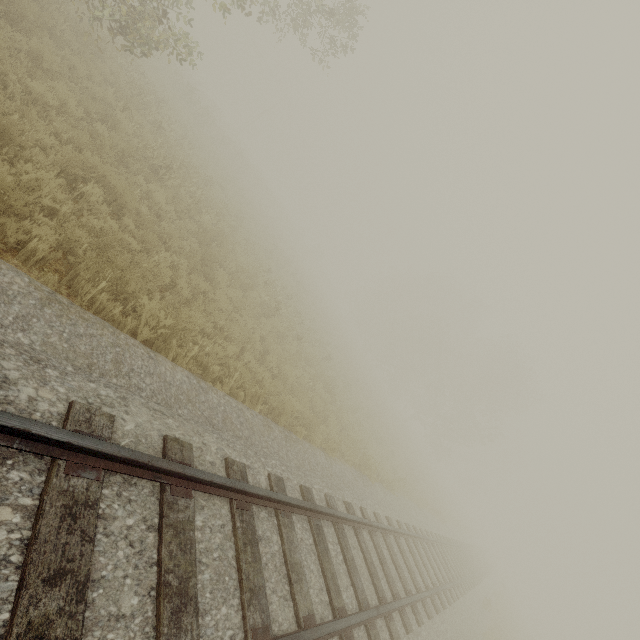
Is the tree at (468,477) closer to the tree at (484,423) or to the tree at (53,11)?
the tree at (484,423)

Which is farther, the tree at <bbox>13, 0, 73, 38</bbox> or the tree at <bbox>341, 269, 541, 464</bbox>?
the tree at <bbox>341, 269, 541, 464</bbox>

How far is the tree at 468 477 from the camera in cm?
5822

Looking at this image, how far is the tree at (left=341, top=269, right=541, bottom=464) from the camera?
36.56m

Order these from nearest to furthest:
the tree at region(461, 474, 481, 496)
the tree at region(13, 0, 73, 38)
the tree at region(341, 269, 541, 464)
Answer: the tree at region(13, 0, 73, 38) → the tree at region(341, 269, 541, 464) → the tree at region(461, 474, 481, 496)

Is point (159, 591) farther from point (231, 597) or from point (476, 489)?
point (476, 489)

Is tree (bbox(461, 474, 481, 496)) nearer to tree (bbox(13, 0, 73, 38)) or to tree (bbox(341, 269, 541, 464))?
tree (bbox(341, 269, 541, 464))

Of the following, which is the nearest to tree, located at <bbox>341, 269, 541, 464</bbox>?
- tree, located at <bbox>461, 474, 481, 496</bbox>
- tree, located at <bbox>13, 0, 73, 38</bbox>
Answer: tree, located at <bbox>461, 474, 481, 496</bbox>
